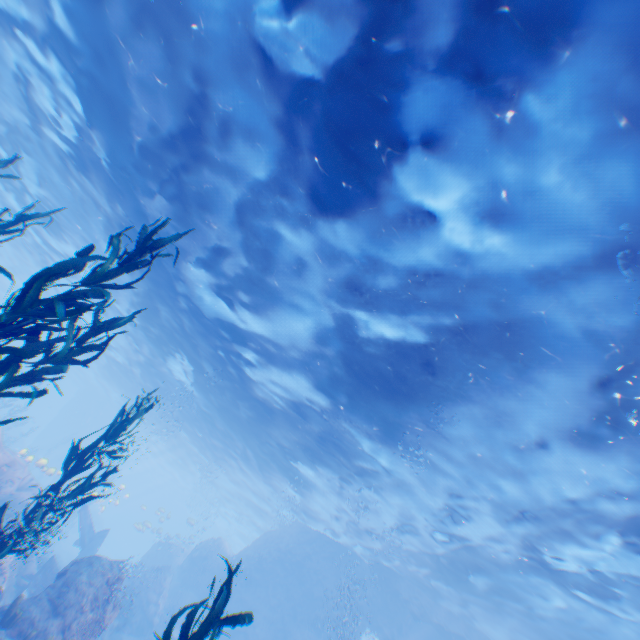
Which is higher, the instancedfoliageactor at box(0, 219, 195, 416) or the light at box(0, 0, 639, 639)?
the light at box(0, 0, 639, 639)

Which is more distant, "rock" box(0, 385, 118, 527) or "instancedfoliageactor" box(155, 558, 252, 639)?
"rock" box(0, 385, 118, 527)

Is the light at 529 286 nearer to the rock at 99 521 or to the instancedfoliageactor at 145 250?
the rock at 99 521

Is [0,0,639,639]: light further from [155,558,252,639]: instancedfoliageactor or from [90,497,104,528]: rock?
[155,558,252,639]: instancedfoliageactor

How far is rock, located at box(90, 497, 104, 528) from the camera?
43.22m

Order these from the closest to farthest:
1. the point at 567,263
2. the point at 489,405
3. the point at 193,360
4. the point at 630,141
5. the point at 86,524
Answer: the point at 630,141
the point at 567,263
the point at 489,405
the point at 193,360
the point at 86,524

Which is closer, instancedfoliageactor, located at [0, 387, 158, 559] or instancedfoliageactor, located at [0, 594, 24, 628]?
instancedfoliageactor, located at [0, 387, 158, 559]

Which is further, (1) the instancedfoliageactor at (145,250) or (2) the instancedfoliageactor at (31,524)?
(2) the instancedfoliageactor at (31,524)
